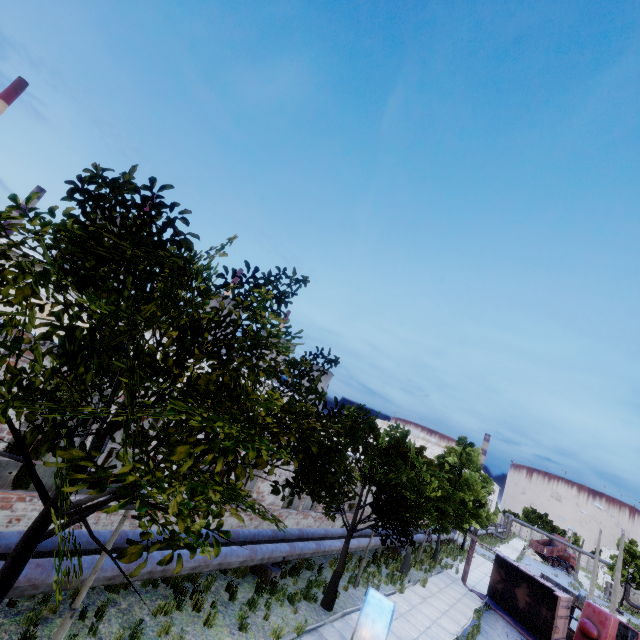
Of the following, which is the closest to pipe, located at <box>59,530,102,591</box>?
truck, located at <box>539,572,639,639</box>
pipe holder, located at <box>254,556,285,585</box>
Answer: pipe holder, located at <box>254,556,285,585</box>

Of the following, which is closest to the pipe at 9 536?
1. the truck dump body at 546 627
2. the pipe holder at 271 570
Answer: the pipe holder at 271 570

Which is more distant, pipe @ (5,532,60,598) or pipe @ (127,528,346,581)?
pipe @ (127,528,346,581)

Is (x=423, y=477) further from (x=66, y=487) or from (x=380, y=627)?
(x=66, y=487)

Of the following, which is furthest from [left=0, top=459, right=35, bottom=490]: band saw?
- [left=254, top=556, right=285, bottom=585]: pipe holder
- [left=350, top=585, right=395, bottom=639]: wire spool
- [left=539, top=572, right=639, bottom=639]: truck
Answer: [left=539, top=572, right=639, bottom=639]: truck

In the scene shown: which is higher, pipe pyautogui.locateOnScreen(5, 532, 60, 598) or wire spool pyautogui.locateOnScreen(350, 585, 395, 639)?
wire spool pyautogui.locateOnScreen(350, 585, 395, 639)

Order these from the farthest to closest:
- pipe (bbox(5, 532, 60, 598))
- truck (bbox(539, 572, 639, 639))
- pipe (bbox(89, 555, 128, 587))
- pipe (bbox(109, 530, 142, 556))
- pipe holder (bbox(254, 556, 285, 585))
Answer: truck (bbox(539, 572, 639, 639)) → pipe holder (bbox(254, 556, 285, 585)) → pipe (bbox(109, 530, 142, 556)) → pipe (bbox(89, 555, 128, 587)) → pipe (bbox(5, 532, 60, 598))

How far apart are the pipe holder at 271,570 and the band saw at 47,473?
7.2 meters
